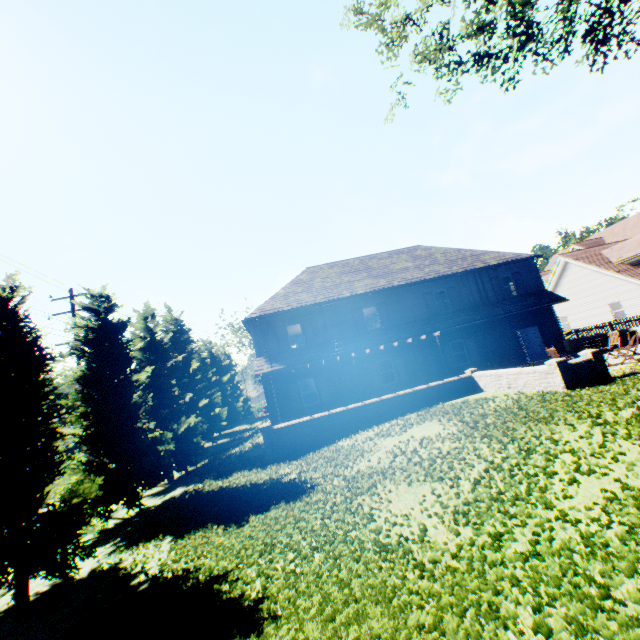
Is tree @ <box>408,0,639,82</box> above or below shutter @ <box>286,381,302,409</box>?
above

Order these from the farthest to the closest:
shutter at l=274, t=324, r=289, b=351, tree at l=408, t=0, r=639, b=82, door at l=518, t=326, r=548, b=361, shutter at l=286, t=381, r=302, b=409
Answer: door at l=518, t=326, r=548, b=361, shutter at l=274, t=324, r=289, b=351, shutter at l=286, t=381, r=302, b=409, tree at l=408, t=0, r=639, b=82

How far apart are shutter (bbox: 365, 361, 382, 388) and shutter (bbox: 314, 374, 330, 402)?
2.61m

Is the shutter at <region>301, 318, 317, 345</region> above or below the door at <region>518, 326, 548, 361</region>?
above

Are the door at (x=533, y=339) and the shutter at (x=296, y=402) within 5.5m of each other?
no

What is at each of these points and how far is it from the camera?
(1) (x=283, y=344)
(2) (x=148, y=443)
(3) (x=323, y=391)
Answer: (1) shutter, 19.7m
(2) tree, 13.6m
(3) shutter, 19.3m

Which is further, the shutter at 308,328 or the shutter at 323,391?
the shutter at 308,328

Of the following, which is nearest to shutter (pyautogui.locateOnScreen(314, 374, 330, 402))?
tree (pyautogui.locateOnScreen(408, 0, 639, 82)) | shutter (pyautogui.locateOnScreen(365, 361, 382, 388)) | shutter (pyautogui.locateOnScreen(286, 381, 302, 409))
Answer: shutter (pyautogui.locateOnScreen(286, 381, 302, 409))
